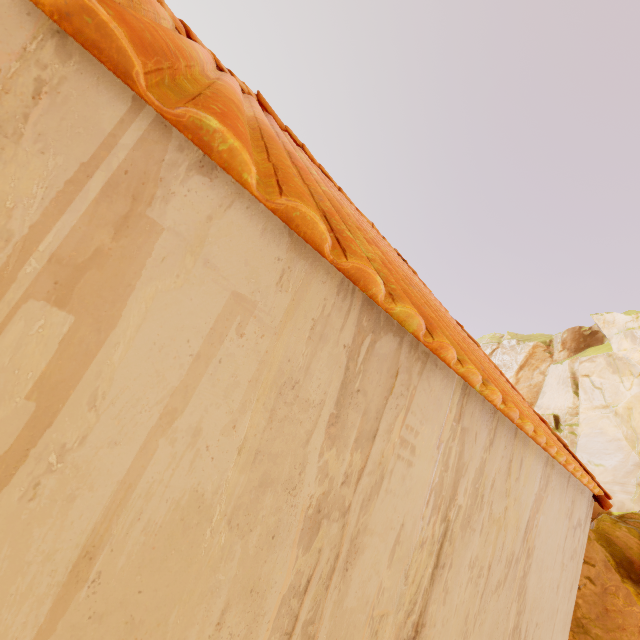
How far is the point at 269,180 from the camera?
0.9 meters
